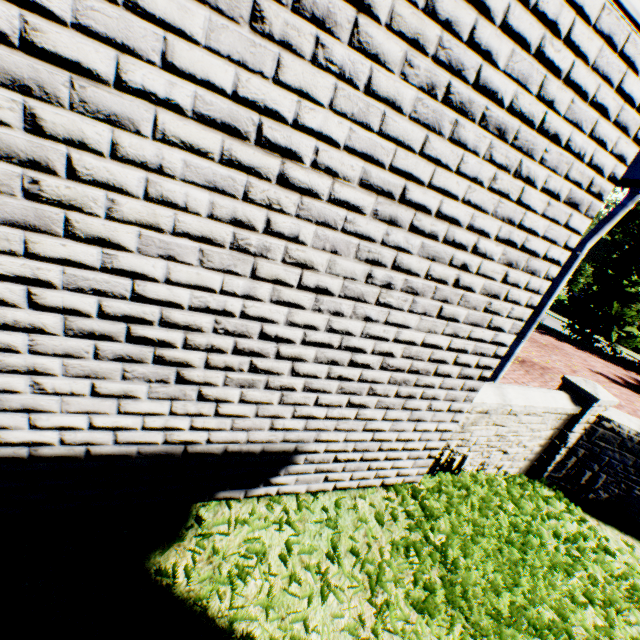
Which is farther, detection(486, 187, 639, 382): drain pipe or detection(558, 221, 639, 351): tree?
detection(558, 221, 639, 351): tree

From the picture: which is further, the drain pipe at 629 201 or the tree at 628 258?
the tree at 628 258

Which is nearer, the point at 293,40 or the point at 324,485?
the point at 293,40
